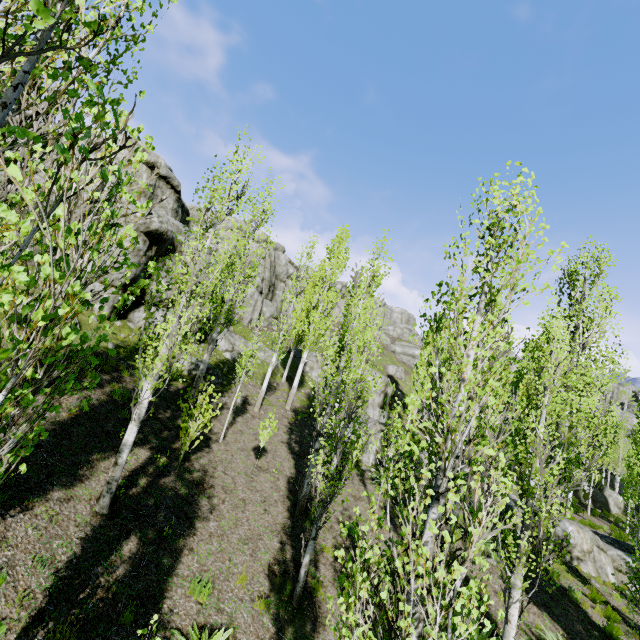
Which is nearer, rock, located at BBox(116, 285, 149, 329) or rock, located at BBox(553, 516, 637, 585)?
rock, located at BBox(553, 516, 637, 585)

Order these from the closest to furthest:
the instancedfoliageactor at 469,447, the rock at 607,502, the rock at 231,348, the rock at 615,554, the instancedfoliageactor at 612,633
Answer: the instancedfoliageactor at 469,447 → the instancedfoliageactor at 612,633 → the rock at 615,554 → the rock at 231,348 → the rock at 607,502

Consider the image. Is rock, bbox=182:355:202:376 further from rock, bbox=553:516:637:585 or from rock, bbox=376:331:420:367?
rock, bbox=553:516:637:585

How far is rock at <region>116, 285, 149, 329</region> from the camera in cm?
1547

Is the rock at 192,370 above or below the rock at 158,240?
below

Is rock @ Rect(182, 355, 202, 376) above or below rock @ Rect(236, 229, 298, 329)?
below

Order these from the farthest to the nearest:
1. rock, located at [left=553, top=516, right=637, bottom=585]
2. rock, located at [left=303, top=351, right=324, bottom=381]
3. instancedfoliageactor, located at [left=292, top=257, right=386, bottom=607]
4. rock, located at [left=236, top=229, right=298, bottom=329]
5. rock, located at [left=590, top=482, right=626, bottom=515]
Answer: rock, located at [left=236, top=229, right=298, bottom=329] < rock, located at [left=303, top=351, right=324, bottom=381] < rock, located at [left=590, top=482, right=626, bottom=515] < rock, located at [left=553, top=516, right=637, bottom=585] < instancedfoliageactor, located at [left=292, top=257, right=386, bottom=607]

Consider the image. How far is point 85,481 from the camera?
7.1m
